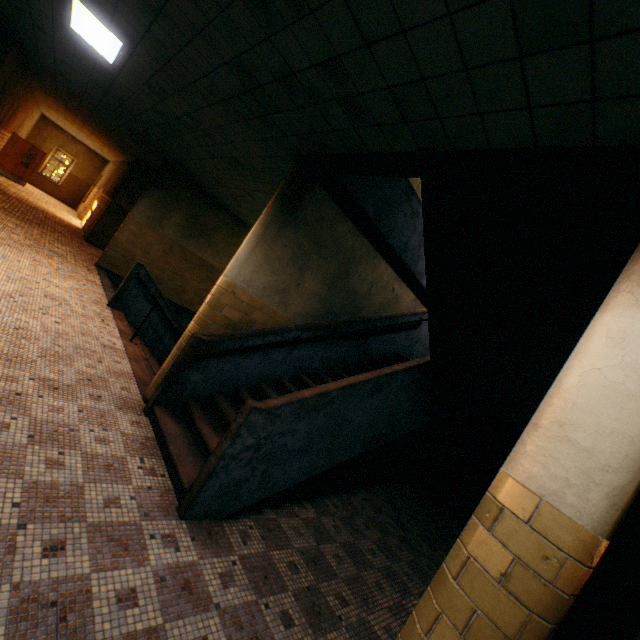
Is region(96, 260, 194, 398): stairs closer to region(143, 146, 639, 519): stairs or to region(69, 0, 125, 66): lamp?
region(143, 146, 639, 519): stairs

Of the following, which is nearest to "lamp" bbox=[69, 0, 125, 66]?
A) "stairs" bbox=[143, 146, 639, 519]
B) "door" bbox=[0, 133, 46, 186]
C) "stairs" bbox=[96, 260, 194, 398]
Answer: "stairs" bbox=[143, 146, 639, 519]

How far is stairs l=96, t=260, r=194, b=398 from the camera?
5.54m

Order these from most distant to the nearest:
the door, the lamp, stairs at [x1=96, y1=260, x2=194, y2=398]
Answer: the door
stairs at [x1=96, y1=260, x2=194, y2=398]
the lamp

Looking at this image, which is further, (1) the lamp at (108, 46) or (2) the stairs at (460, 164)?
(1) the lamp at (108, 46)

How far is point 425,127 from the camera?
2.7m

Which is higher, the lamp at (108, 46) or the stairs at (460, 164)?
the lamp at (108, 46)

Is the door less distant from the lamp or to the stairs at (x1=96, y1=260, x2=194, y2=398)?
the stairs at (x1=96, y1=260, x2=194, y2=398)
